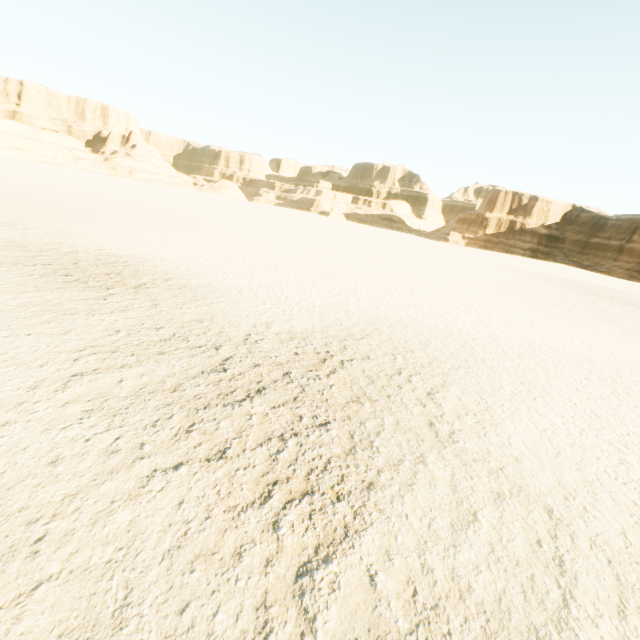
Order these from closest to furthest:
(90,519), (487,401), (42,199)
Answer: (90,519) → (487,401) → (42,199)
